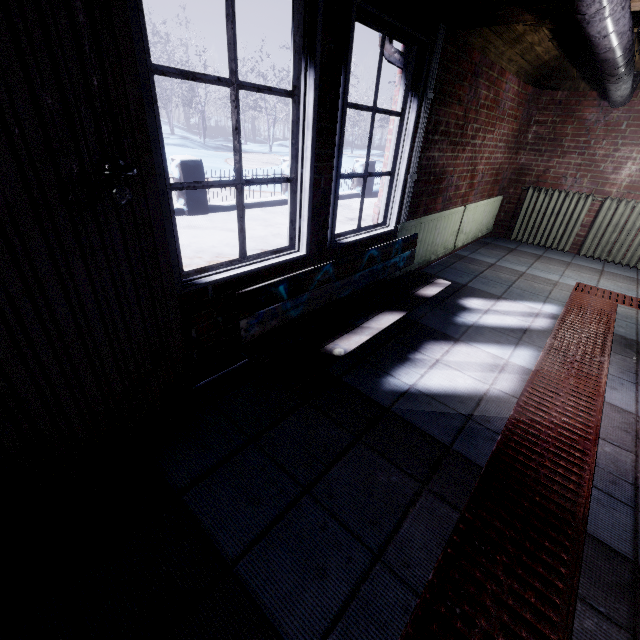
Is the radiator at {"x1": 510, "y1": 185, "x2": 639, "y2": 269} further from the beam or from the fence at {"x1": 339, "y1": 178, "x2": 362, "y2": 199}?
the fence at {"x1": 339, "y1": 178, "x2": 362, "y2": 199}

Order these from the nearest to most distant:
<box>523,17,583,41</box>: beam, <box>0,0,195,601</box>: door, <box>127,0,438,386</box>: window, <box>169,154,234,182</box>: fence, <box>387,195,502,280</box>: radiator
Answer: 1. <box>0,0,195,601</box>: door
2. <box>127,0,438,386</box>: window
3. <box>523,17,583,41</box>: beam
4. <box>387,195,502,280</box>: radiator
5. <box>169,154,234,182</box>: fence

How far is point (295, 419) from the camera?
1.67m

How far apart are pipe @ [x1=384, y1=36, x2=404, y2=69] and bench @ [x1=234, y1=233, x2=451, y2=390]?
0.4 meters

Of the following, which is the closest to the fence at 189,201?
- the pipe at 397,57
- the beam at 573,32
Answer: the pipe at 397,57

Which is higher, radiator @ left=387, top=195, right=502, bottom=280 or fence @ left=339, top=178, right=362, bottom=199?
radiator @ left=387, top=195, right=502, bottom=280

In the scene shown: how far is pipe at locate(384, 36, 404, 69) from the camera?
2.4m

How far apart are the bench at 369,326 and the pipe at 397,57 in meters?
0.4 m
